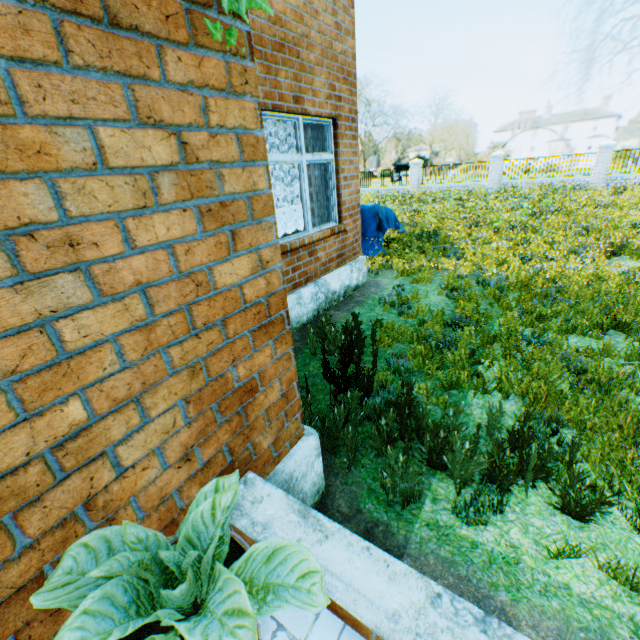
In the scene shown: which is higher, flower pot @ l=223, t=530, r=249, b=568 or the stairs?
flower pot @ l=223, t=530, r=249, b=568

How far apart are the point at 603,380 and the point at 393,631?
3.57m

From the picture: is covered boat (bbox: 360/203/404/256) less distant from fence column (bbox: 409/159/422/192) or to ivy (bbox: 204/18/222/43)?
ivy (bbox: 204/18/222/43)

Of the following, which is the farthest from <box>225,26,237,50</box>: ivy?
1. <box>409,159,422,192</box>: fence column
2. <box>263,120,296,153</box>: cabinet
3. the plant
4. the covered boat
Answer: <box>409,159,422,192</box>: fence column

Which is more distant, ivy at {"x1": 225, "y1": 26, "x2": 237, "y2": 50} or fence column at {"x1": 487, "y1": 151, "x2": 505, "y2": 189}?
fence column at {"x1": 487, "y1": 151, "x2": 505, "y2": 189}

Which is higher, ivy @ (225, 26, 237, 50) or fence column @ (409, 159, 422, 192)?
ivy @ (225, 26, 237, 50)

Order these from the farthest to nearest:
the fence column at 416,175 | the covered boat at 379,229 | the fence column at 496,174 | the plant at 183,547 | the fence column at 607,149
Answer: the fence column at 416,175, the fence column at 496,174, the fence column at 607,149, the covered boat at 379,229, the plant at 183,547

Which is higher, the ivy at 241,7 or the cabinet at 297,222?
the ivy at 241,7
